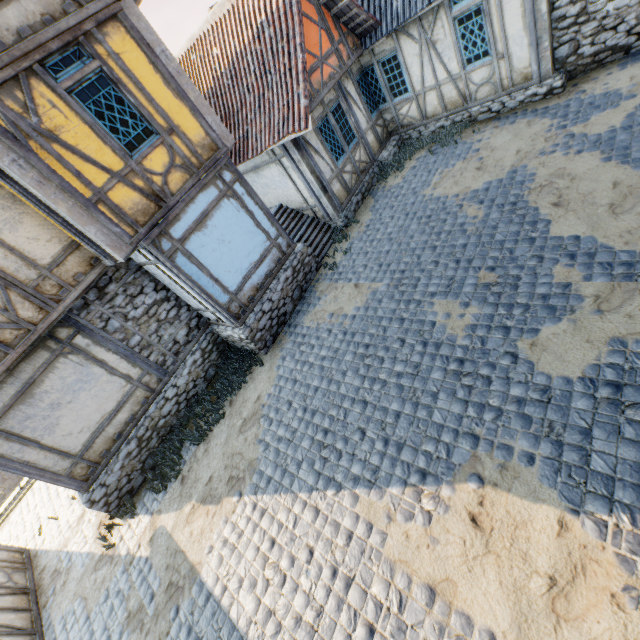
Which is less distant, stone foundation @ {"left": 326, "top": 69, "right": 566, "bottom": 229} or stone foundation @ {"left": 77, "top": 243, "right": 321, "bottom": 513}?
stone foundation @ {"left": 77, "top": 243, "right": 321, "bottom": 513}

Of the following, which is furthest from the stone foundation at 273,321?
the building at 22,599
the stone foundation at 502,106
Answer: the building at 22,599

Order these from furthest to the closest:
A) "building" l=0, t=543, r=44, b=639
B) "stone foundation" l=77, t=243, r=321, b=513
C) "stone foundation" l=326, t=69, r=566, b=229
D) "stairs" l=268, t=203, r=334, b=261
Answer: "stairs" l=268, t=203, r=334, b=261 → "stone foundation" l=326, t=69, r=566, b=229 → "stone foundation" l=77, t=243, r=321, b=513 → "building" l=0, t=543, r=44, b=639

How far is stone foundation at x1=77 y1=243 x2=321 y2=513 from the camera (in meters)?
7.76

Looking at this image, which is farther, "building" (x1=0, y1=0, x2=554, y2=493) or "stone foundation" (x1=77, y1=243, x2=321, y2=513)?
"stone foundation" (x1=77, y1=243, x2=321, y2=513)

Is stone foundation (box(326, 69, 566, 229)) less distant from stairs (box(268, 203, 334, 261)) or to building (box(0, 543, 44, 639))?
stairs (box(268, 203, 334, 261))

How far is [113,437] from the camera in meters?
7.8 m

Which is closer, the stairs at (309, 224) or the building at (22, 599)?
the building at (22, 599)
